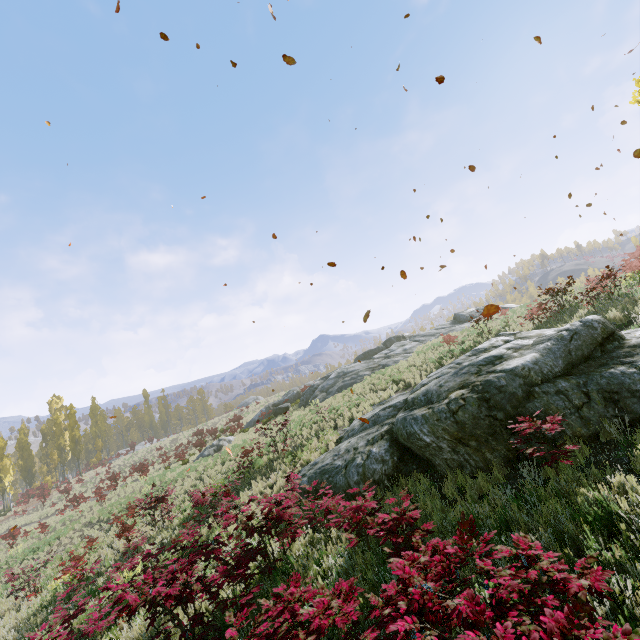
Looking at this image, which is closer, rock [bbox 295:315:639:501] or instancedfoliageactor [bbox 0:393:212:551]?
rock [bbox 295:315:639:501]

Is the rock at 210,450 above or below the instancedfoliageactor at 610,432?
below

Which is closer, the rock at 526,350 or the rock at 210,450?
the rock at 526,350

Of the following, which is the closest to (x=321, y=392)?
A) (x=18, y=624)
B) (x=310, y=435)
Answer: (x=310, y=435)

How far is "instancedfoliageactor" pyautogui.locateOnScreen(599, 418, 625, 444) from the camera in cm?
549

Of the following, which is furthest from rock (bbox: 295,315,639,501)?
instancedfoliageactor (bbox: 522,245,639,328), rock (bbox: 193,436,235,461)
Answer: rock (bbox: 193,436,235,461)
